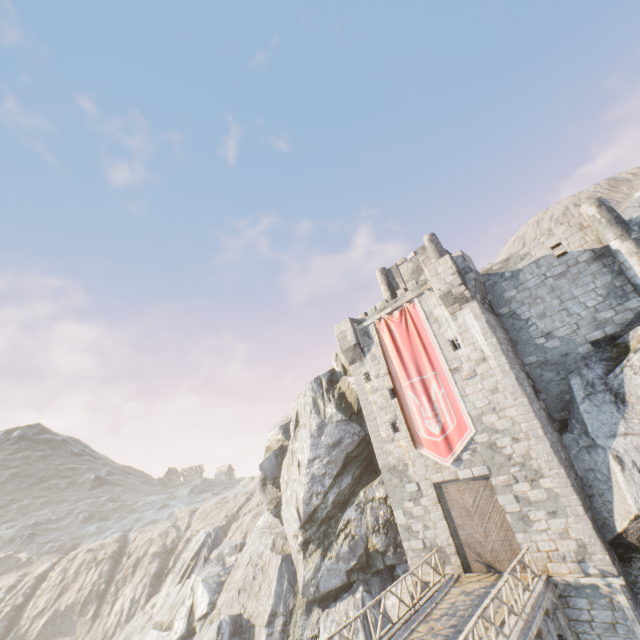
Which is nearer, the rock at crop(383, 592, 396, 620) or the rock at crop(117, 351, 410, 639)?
the rock at crop(383, 592, 396, 620)

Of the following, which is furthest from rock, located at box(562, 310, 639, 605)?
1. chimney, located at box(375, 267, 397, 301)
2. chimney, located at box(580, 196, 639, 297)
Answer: chimney, located at box(375, 267, 397, 301)

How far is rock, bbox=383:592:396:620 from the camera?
17.7m

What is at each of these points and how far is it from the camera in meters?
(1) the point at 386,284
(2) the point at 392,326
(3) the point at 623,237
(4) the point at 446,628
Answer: (1) chimney, 26.4 m
(2) flag, 19.6 m
(3) chimney, 14.7 m
(4) bridge support, 11.3 m

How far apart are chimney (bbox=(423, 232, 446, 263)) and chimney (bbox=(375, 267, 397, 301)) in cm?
319

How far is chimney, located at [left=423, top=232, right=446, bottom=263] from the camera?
23.52m

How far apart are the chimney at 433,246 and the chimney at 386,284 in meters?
3.2

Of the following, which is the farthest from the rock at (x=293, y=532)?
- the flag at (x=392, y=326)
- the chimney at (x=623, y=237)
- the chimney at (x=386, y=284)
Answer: the flag at (x=392, y=326)
